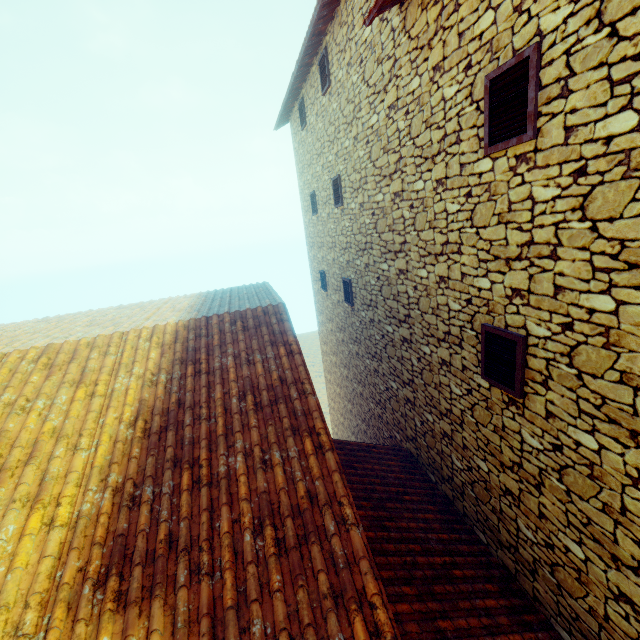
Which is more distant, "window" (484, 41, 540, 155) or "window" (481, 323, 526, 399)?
"window" (481, 323, 526, 399)

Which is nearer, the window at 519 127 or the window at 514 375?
the window at 519 127

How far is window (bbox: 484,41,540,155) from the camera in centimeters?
266cm

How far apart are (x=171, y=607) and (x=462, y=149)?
4.76m

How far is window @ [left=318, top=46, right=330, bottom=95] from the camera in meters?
6.9

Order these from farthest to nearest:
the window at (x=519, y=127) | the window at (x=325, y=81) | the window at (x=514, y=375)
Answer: the window at (x=325, y=81), the window at (x=514, y=375), the window at (x=519, y=127)

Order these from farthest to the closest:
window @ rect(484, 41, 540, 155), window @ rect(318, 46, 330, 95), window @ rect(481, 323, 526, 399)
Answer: window @ rect(318, 46, 330, 95) → window @ rect(481, 323, 526, 399) → window @ rect(484, 41, 540, 155)

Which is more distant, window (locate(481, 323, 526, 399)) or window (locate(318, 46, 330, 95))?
window (locate(318, 46, 330, 95))
